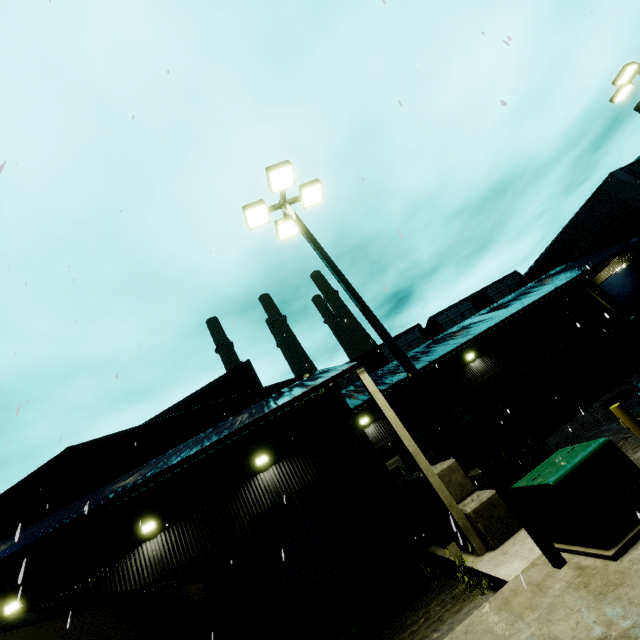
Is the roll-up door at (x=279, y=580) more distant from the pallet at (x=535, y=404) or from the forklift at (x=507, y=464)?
the pallet at (x=535, y=404)

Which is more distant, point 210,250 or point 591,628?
point 210,250

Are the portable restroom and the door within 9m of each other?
no

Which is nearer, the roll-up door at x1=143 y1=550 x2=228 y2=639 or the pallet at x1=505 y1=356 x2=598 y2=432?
the roll-up door at x1=143 y1=550 x2=228 y2=639

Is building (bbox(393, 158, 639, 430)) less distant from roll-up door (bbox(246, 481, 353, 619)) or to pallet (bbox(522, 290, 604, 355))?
roll-up door (bbox(246, 481, 353, 619))

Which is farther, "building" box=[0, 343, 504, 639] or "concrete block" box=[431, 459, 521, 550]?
"building" box=[0, 343, 504, 639]

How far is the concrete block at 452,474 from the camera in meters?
7.7

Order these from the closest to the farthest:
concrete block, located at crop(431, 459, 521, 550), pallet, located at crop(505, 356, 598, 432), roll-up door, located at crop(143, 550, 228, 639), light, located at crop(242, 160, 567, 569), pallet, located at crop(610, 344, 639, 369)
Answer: light, located at crop(242, 160, 567, 569)
concrete block, located at crop(431, 459, 521, 550)
roll-up door, located at crop(143, 550, 228, 639)
pallet, located at crop(505, 356, 598, 432)
pallet, located at crop(610, 344, 639, 369)
